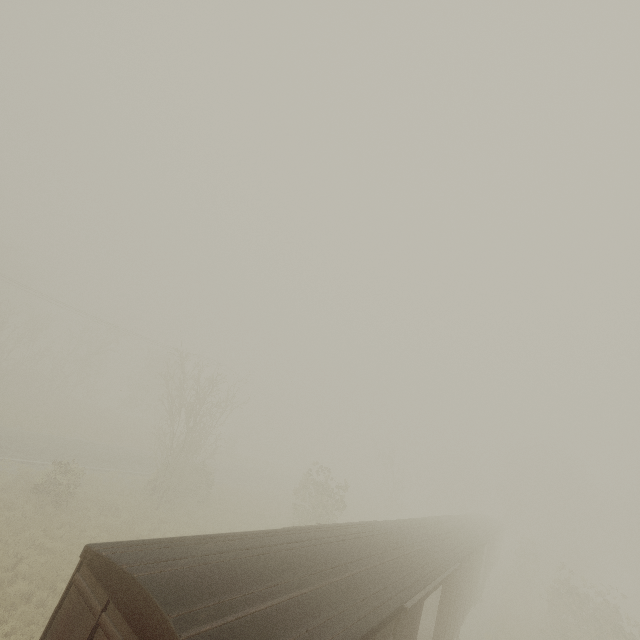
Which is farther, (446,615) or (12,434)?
(12,434)
